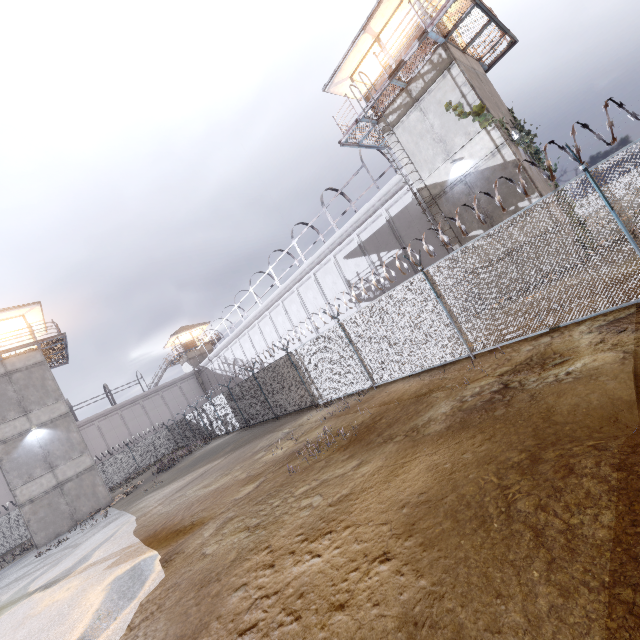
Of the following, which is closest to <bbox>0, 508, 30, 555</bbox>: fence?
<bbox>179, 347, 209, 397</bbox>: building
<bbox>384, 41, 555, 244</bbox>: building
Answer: <bbox>384, 41, 555, 244</bbox>: building

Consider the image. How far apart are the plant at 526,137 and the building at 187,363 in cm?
4407

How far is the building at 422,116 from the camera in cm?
1311

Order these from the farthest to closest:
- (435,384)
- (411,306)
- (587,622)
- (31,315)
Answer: (31,315)
(411,306)
(435,384)
(587,622)

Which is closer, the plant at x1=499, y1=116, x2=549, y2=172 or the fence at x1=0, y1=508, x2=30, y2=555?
the plant at x1=499, y1=116, x2=549, y2=172

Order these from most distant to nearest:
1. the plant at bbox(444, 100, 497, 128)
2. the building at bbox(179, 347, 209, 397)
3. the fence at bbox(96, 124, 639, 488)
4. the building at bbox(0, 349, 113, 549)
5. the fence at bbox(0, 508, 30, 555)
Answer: the building at bbox(179, 347, 209, 397) < the fence at bbox(0, 508, 30, 555) < the building at bbox(0, 349, 113, 549) < the plant at bbox(444, 100, 497, 128) < the fence at bbox(96, 124, 639, 488)

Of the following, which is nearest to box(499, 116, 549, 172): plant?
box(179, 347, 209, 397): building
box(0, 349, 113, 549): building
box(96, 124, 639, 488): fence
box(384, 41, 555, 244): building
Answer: box(384, 41, 555, 244): building

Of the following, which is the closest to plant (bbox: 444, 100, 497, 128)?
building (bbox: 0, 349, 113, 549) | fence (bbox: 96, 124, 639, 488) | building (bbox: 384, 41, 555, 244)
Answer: building (bbox: 384, 41, 555, 244)
